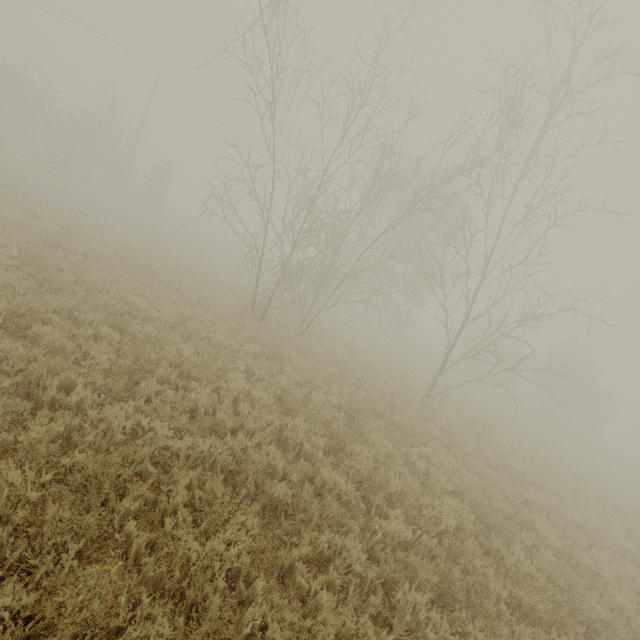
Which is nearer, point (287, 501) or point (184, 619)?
point (184, 619)
